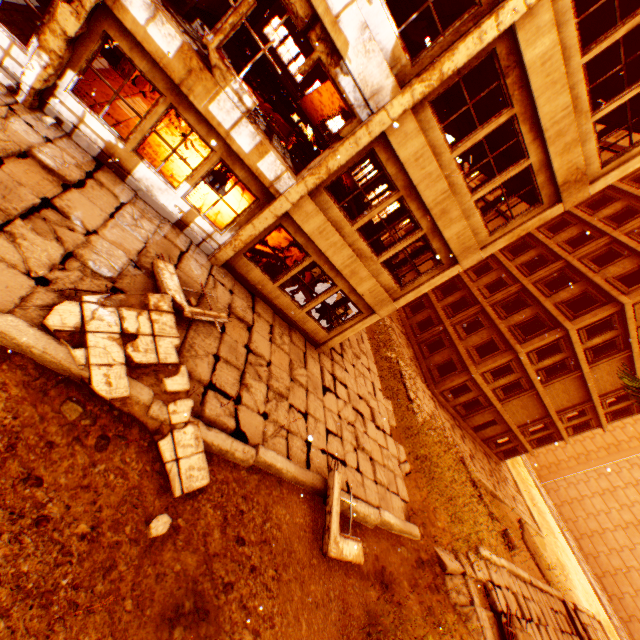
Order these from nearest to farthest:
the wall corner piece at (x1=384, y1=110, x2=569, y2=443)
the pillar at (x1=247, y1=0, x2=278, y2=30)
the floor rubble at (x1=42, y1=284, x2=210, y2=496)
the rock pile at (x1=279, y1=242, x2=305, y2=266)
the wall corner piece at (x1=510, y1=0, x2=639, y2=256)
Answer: the floor rubble at (x1=42, y1=284, x2=210, y2=496) < the wall corner piece at (x1=510, y1=0, x2=639, y2=256) < the wall corner piece at (x1=384, y1=110, x2=569, y2=443) < the rock pile at (x1=279, y1=242, x2=305, y2=266) < the pillar at (x1=247, y1=0, x2=278, y2=30)

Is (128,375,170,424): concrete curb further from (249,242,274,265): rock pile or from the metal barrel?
the metal barrel

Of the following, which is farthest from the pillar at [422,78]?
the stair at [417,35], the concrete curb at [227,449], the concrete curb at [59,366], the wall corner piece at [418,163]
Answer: the stair at [417,35]

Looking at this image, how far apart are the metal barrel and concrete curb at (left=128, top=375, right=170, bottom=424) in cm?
831

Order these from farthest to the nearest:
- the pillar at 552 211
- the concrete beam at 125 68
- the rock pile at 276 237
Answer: the rock pile at 276 237 < the concrete beam at 125 68 < the pillar at 552 211

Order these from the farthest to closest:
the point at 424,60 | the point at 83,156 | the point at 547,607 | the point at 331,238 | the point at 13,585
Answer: the point at 547,607 → the point at 331,238 → the point at 83,156 → the point at 424,60 → the point at 13,585

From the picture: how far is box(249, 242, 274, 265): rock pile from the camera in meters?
10.8 m

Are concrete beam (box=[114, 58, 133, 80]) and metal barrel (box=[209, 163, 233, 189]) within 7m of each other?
yes
